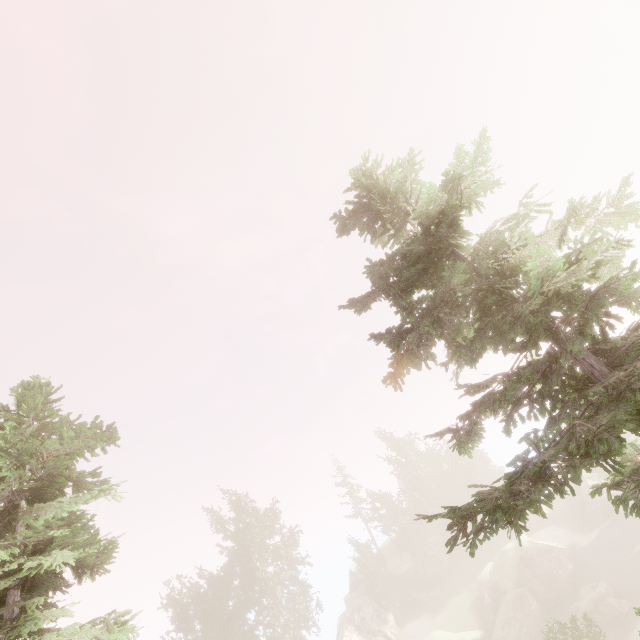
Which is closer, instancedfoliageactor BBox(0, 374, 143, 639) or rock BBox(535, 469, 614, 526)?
instancedfoliageactor BBox(0, 374, 143, 639)

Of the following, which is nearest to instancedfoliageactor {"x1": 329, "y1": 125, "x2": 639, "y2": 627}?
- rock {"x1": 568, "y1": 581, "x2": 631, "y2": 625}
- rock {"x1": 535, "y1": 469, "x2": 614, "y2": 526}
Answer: rock {"x1": 535, "y1": 469, "x2": 614, "y2": 526}

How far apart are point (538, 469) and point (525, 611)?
38.6m

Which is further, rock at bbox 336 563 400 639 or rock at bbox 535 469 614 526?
rock at bbox 535 469 614 526

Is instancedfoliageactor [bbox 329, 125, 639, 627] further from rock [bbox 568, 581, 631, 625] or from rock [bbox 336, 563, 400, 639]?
rock [bbox 568, 581, 631, 625]

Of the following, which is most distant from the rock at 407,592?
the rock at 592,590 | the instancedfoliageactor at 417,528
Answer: the rock at 592,590
